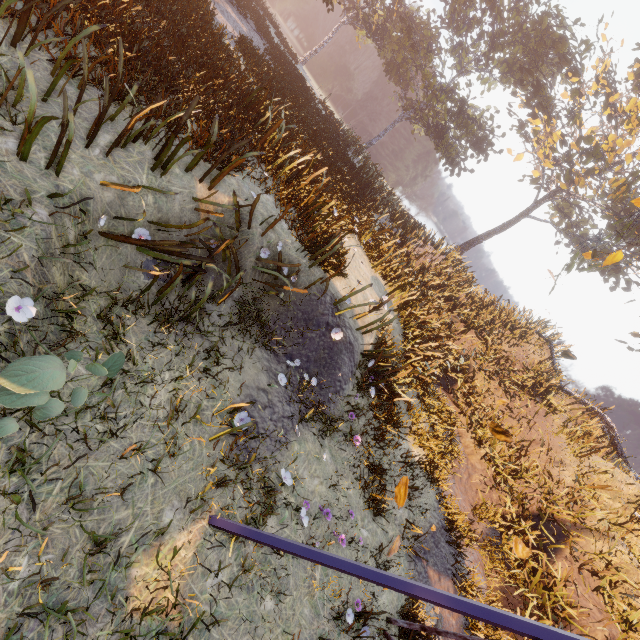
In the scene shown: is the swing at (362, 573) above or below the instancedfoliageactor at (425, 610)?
above

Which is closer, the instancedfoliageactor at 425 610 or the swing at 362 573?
the swing at 362 573

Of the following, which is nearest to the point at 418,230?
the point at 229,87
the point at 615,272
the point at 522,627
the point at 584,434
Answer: the point at 584,434

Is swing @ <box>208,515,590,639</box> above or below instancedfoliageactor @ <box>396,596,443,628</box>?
above

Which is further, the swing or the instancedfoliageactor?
the instancedfoliageactor

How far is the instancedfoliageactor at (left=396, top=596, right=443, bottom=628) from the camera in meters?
5.6
